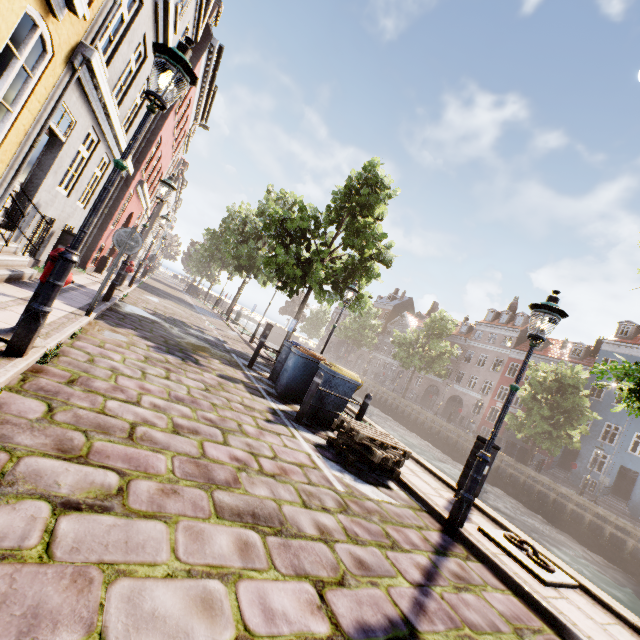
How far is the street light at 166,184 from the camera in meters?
8.8

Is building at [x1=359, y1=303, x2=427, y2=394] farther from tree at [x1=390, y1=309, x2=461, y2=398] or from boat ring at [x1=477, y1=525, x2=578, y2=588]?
boat ring at [x1=477, y1=525, x2=578, y2=588]

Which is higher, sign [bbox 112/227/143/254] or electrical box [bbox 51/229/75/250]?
sign [bbox 112/227/143/254]

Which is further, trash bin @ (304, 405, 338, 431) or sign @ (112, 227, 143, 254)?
trash bin @ (304, 405, 338, 431)

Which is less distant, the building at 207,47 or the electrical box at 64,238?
the building at 207,47

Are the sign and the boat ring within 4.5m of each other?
no

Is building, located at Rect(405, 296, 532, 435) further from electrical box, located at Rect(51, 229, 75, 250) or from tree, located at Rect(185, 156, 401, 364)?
electrical box, located at Rect(51, 229, 75, 250)

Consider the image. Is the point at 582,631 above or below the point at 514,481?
above
